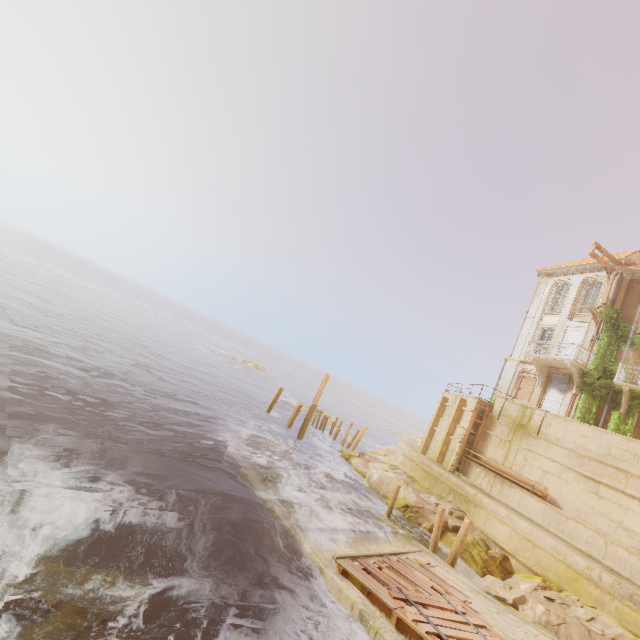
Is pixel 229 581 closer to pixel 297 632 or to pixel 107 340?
pixel 297 632

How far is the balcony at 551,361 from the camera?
20.80m

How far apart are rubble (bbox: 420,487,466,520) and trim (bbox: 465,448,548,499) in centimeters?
304cm

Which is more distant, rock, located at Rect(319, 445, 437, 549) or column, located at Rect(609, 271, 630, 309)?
column, located at Rect(609, 271, 630, 309)

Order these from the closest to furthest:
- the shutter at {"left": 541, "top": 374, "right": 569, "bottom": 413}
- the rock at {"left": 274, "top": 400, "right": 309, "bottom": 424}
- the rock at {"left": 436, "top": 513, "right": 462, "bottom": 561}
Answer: the rock at {"left": 436, "top": 513, "right": 462, "bottom": 561} < the shutter at {"left": 541, "top": 374, "right": 569, "bottom": 413} < the rock at {"left": 274, "top": 400, "right": 309, "bottom": 424}

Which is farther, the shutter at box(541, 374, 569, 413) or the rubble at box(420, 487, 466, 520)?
the shutter at box(541, 374, 569, 413)

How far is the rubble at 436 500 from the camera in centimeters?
1690cm

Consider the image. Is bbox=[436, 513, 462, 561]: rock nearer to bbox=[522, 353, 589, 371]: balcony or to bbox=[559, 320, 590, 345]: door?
bbox=[522, 353, 589, 371]: balcony
